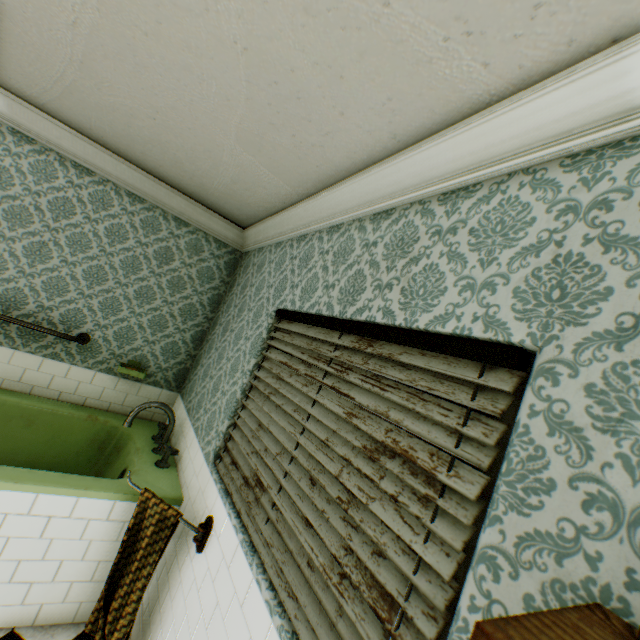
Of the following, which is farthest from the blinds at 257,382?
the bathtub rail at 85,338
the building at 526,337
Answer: the bathtub rail at 85,338

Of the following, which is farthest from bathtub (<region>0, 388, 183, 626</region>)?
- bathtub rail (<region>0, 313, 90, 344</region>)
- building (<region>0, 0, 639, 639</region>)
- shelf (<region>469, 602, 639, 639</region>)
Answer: shelf (<region>469, 602, 639, 639</region>)

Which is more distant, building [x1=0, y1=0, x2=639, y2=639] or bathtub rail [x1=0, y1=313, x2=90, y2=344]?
bathtub rail [x1=0, y1=313, x2=90, y2=344]

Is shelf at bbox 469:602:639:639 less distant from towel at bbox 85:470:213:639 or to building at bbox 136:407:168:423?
building at bbox 136:407:168:423

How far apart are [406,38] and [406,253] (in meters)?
0.73

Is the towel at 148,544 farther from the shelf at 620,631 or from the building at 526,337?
the shelf at 620,631

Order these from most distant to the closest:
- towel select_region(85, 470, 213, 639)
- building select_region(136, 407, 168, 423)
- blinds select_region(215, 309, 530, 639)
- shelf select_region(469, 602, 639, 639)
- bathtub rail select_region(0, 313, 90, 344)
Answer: building select_region(136, 407, 168, 423) < bathtub rail select_region(0, 313, 90, 344) < towel select_region(85, 470, 213, 639) < blinds select_region(215, 309, 530, 639) < shelf select_region(469, 602, 639, 639)

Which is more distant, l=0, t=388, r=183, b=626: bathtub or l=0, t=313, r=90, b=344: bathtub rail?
l=0, t=313, r=90, b=344: bathtub rail
